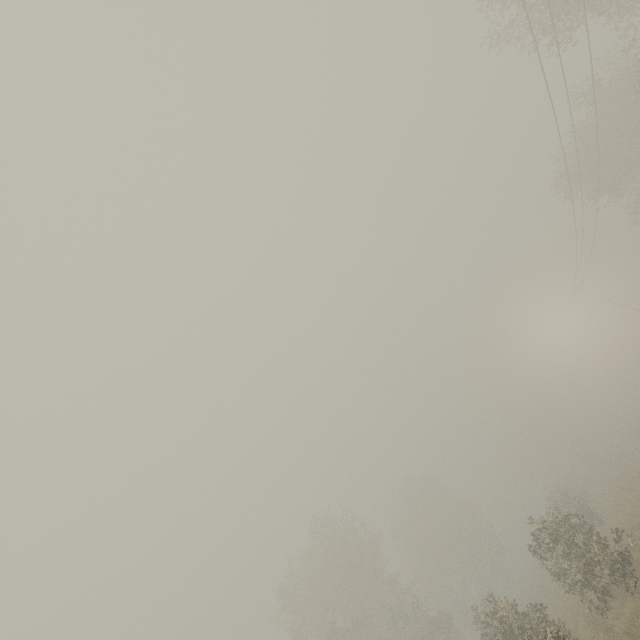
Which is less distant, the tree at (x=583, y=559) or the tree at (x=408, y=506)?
the tree at (x=583, y=559)

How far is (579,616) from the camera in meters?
15.5

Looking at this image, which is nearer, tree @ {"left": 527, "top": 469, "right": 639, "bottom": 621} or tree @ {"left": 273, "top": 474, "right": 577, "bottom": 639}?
tree @ {"left": 527, "top": 469, "right": 639, "bottom": 621}
